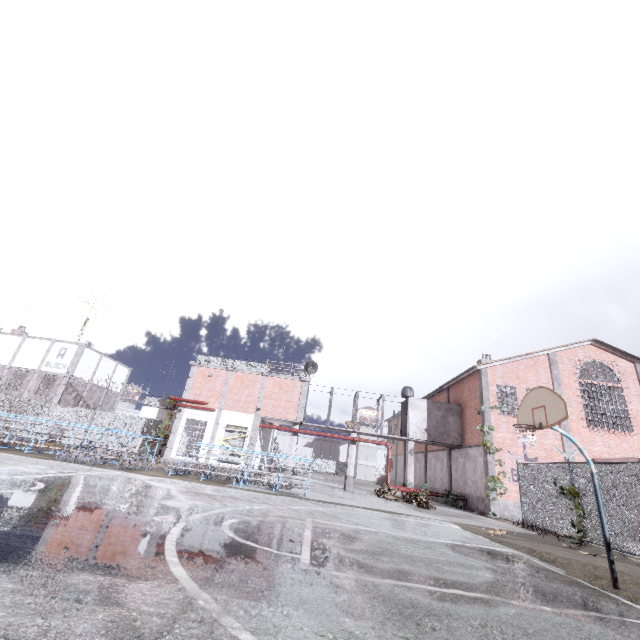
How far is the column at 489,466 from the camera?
19.5 meters

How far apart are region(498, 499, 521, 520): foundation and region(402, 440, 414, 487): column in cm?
544

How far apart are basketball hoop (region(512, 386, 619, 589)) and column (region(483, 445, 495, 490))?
14.02m

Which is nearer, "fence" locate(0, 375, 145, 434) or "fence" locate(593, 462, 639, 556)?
"fence" locate(593, 462, 639, 556)

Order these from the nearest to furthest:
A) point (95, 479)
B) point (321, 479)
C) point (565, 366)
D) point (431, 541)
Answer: point (431, 541), point (95, 479), point (565, 366), point (321, 479)

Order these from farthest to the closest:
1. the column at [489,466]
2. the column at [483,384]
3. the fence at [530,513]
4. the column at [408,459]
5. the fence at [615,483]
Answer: the column at [408,459] → the column at [483,384] → the column at [489,466] → the fence at [530,513] → the fence at [615,483]

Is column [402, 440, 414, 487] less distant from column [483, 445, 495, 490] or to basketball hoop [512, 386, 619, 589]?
column [483, 445, 495, 490]
